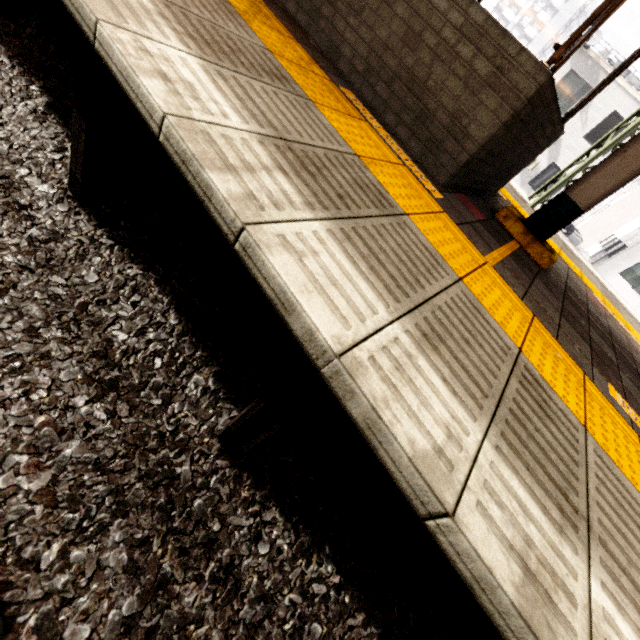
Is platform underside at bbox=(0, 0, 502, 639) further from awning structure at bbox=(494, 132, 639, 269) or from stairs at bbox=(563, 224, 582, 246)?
stairs at bbox=(563, 224, 582, 246)

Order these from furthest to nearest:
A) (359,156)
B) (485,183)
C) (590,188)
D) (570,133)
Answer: (570,133), (485,183), (590,188), (359,156)

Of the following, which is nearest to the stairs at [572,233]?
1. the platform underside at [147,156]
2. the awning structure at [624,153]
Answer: the awning structure at [624,153]

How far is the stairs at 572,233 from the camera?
18.7 meters

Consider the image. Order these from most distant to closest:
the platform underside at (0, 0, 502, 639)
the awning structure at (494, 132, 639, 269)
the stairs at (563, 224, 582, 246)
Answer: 1. the stairs at (563, 224, 582, 246)
2. the awning structure at (494, 132, 639, 269)
3. the platform underside at (0, 0, 502, 639)

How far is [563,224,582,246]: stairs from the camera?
18.7m

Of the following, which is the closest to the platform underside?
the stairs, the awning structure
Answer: the awning structure
